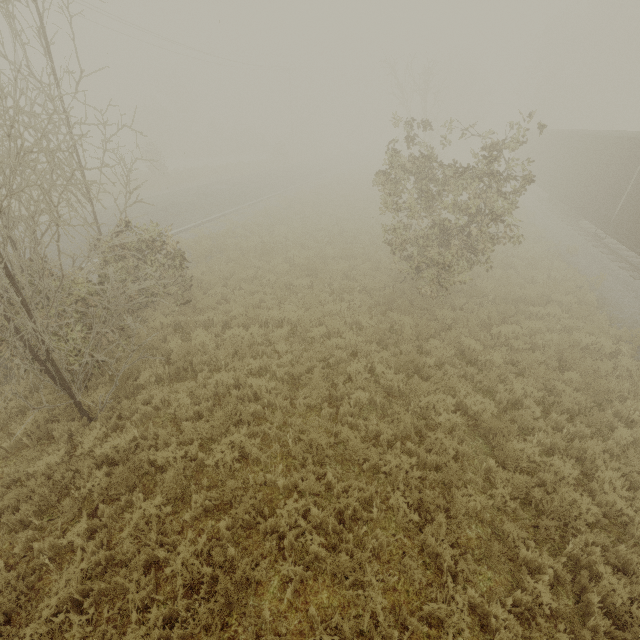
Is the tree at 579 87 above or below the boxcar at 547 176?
above

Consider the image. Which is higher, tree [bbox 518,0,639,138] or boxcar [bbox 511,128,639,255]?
tree [bbox 518,0,639,138]

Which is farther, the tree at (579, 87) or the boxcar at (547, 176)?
the tree at (579, 87)

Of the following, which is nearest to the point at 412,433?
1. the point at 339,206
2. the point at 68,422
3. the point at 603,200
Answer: the point at 68,422

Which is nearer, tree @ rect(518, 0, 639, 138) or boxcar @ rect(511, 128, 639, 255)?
boxcar @ rect(511, 128, 639, 255)
